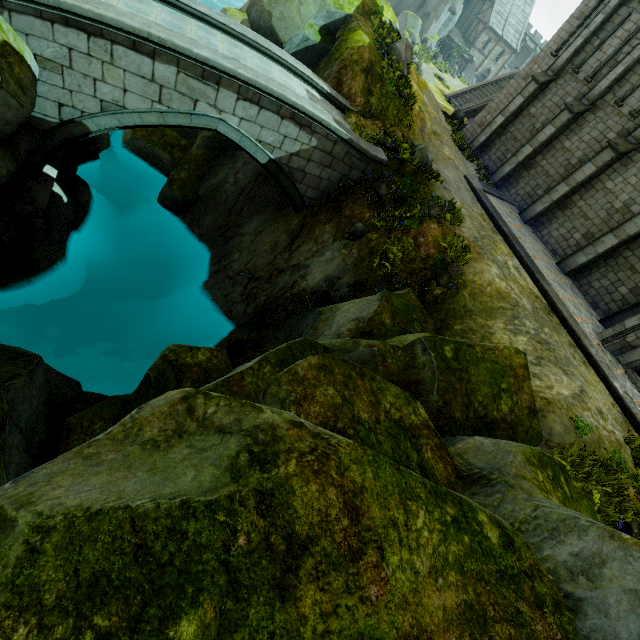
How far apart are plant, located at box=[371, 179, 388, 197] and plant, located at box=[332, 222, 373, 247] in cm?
141

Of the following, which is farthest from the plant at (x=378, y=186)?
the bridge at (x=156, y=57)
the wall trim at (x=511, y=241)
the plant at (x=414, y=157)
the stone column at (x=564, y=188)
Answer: the stone column at (x=564, y=188)

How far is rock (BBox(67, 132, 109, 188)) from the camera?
13.38m

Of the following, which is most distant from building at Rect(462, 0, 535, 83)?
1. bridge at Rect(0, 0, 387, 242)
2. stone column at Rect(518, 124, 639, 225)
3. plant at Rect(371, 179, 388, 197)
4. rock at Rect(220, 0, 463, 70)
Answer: bridge at Rect(0, 0, 387, 242)

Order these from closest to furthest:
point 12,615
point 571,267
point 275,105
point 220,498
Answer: point 12,615 < point 220,498 < point 275,105 < point 571,267

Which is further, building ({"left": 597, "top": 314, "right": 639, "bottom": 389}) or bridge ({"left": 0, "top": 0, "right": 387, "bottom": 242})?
building ({"left": 597, "top": 314, "right": 639, "bottom": 389})

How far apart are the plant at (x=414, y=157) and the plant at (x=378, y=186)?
1.1m

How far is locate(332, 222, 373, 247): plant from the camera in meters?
11.8 m
